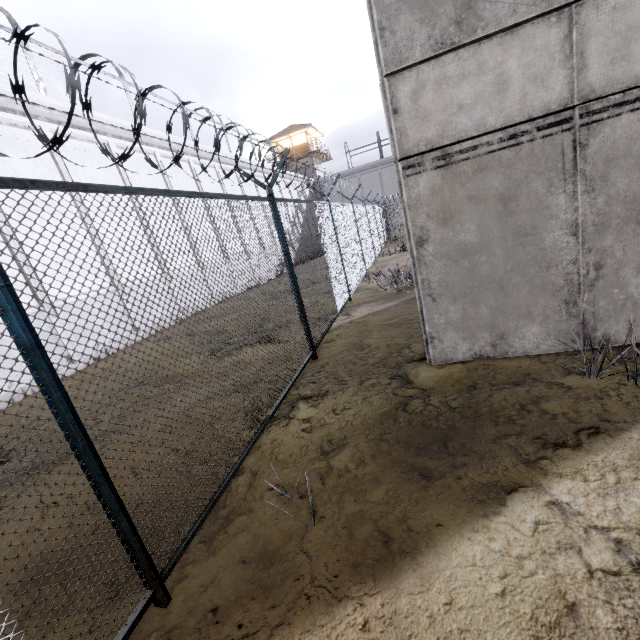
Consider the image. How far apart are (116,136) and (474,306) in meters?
15.0

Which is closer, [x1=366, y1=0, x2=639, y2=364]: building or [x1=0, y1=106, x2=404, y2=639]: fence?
[x1=0, y1=106, x2=404, y2=639]: fence

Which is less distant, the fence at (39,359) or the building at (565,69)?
the fence at (39,359)
